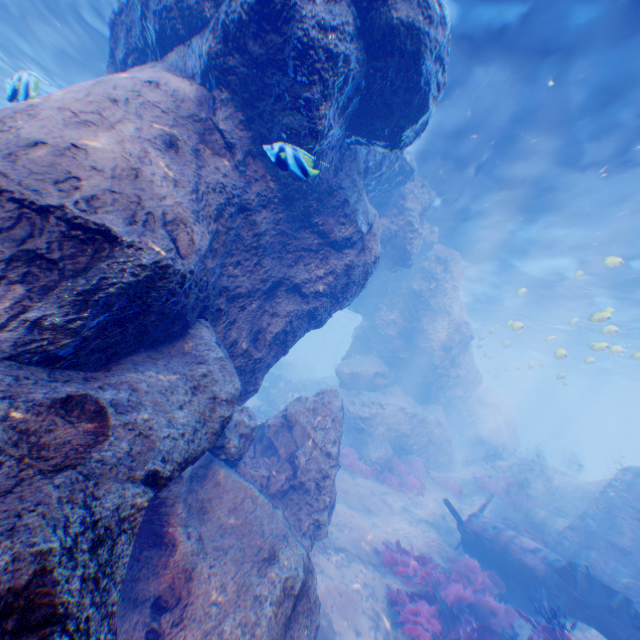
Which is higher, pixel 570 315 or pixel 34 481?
pixel 570 315

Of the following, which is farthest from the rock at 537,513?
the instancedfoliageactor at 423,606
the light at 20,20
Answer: the light at 20,20

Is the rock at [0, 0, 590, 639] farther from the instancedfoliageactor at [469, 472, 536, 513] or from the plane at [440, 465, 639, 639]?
the instancedfoliageactor at [469, 472, 536, 513]

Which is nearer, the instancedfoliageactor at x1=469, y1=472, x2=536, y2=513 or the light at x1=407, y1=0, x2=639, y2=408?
the light at x1=407, y1=0, x2=639, y2=408

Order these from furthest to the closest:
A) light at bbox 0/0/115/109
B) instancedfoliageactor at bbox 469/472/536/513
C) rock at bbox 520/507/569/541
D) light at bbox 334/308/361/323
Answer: light at bbox 334/308/361/323
instancedfoliageactor at bbox 469/472/536/513
rock at bbox 520/507/569/541
light at bbox 0/0/115/109

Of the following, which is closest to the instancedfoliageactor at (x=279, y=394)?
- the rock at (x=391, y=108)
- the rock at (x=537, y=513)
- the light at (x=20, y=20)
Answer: the rock at (x=391, y=108)

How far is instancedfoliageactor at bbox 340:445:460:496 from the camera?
14.89m

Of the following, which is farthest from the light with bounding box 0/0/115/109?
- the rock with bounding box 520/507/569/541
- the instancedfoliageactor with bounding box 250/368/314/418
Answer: the rock with bounding box 520/507/569/541
